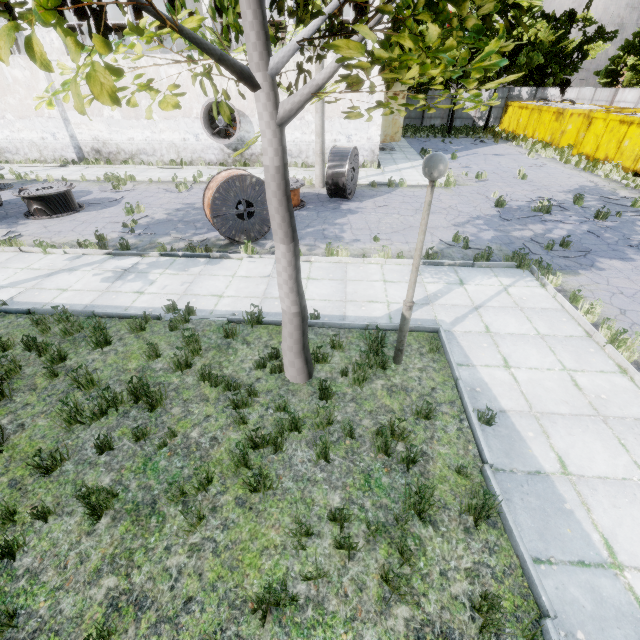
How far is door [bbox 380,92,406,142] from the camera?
23.3m

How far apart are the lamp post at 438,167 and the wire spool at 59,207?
13.9 meters

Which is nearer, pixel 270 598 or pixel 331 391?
pixel 270 598

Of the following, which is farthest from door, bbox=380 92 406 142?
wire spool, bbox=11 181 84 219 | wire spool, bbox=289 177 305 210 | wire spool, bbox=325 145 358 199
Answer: wire spool, bbox=11 181 84 219

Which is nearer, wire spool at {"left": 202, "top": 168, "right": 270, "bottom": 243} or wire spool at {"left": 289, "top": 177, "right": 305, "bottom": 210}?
wire spool at {"left": 202, "top": 168, "right": 270, "bottom": 243}

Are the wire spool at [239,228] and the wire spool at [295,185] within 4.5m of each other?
yes

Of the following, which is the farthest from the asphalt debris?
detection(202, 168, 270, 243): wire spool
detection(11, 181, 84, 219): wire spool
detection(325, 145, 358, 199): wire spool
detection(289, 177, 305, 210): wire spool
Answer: detection(11, 181, 84, 219): wire spool

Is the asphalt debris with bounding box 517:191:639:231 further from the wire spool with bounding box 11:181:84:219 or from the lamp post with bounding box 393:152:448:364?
the wire spool with bounding box 11:181:84:219
